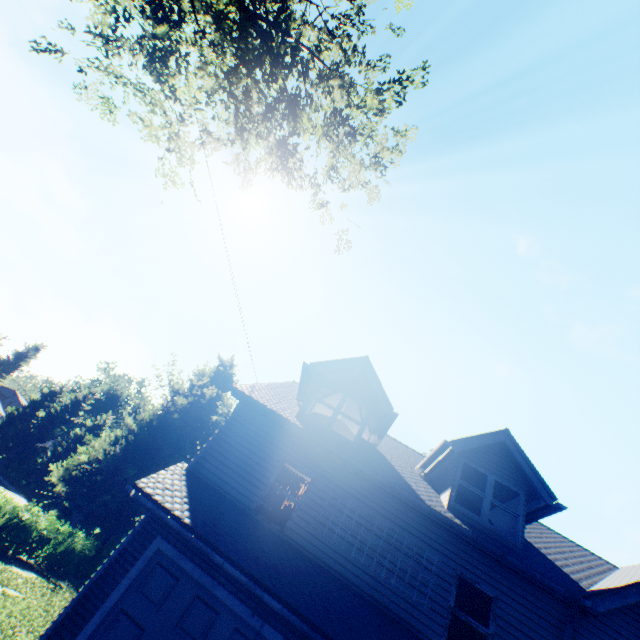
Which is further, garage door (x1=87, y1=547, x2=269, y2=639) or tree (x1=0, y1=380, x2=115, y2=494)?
tree (x1=0, y1=380, x2=115, y2=494)

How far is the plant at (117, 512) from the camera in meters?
31.1 m

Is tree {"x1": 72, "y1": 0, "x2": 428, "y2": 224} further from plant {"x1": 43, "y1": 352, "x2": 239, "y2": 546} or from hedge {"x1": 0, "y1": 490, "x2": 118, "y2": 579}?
hedge {"x1": 0, "y1": 490, "x2": 118, "y2": 579}

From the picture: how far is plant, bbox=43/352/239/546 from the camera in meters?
31.1 m

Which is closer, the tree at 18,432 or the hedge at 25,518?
the hedge at 25,518

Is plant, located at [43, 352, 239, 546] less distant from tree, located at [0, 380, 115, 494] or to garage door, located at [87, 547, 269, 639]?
tree, located at [0, 380, 115, 494]

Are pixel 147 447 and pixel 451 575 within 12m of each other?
no
